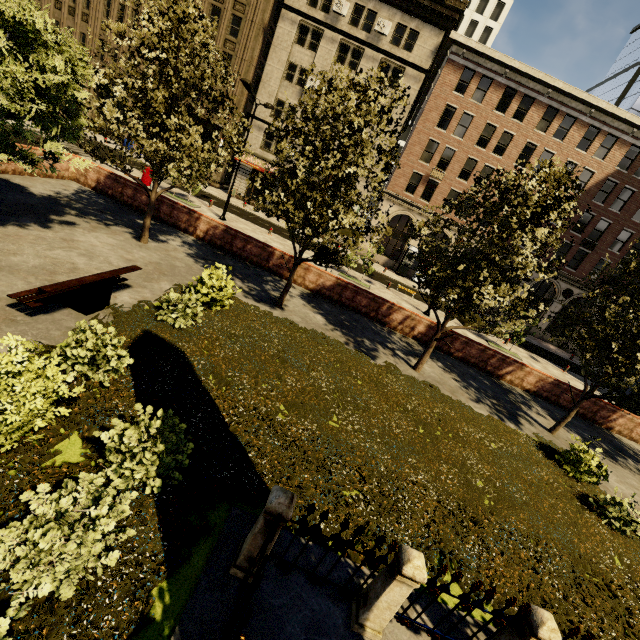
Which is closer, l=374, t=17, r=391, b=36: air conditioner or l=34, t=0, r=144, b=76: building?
l=374, t=17, r=391, b=36: air conditioner

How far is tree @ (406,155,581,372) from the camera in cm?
891

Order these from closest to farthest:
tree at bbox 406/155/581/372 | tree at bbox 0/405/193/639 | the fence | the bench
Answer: tree at bbox 0/405/193/639
the fence
the bench
tree at bbox 406/155/581/372

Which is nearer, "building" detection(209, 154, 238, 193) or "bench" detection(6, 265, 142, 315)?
"bench" detection(6, 265, 142, 315)

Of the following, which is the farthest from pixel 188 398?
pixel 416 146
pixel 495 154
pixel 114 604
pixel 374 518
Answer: pixel 495 154

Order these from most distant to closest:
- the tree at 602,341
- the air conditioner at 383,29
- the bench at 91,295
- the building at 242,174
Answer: the building at 242,174, the air conditioner at 383,29, the tree at 602,341, the bench at 91,295

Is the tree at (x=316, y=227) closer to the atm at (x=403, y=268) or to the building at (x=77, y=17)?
the building at (x=77, y=17)
